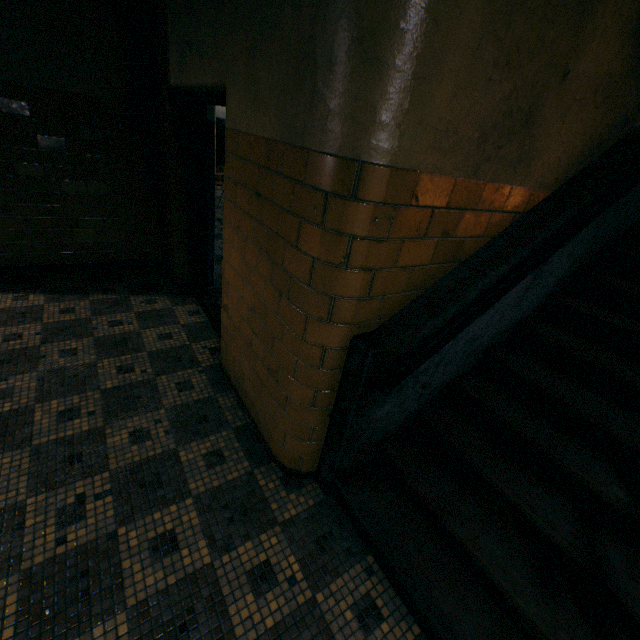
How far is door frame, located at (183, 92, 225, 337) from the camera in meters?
3.2 m

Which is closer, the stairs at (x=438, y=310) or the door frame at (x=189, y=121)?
the stairs at (x=438, y=310)

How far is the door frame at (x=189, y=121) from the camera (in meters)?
3.25

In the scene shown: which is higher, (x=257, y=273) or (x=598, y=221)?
(x=598, y=221)

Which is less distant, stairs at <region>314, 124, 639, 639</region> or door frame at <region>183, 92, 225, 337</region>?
stairs at <region>314, 124, 639, 639</region>
